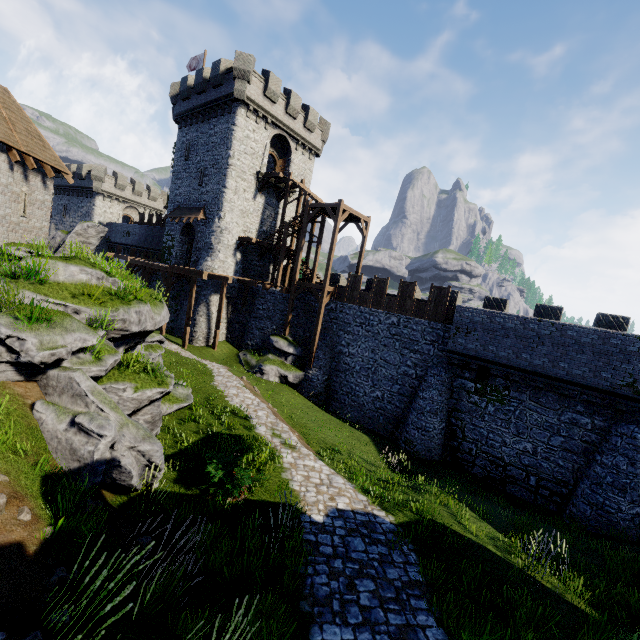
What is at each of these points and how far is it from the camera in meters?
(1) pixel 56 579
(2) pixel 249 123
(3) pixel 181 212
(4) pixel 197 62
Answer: (1) instancedfoliageactor, 4.4 m
(2) building, 26.6 m
(3) awning, 29.7 m
(4) flag, 31.8 m

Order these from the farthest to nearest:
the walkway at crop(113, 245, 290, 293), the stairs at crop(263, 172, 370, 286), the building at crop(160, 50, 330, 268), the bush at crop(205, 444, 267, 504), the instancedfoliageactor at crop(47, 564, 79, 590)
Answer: the building at crop(160, 50, 330, 268) < the walkway at crop(113, 245, 290, 293) < the stairs at crop(263, 172, 370, 286) < the bush at crop(205, 444, 267, 504) < the instancedfoliageactor at crop(47, 564, 79, 590)

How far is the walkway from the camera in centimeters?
2412cm

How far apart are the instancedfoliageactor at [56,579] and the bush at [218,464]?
3.6m

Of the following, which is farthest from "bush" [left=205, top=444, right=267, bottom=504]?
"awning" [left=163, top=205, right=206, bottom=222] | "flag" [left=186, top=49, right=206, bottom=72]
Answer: "flag" [left=186, top=49, right=206, bottom=72]

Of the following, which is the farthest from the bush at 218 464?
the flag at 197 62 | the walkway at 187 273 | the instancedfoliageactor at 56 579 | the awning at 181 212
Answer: the flag at 197 62

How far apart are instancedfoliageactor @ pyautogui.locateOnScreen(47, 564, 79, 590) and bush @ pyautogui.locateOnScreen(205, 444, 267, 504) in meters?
3.6

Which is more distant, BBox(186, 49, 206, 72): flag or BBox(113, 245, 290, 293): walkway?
BBox(186, 49, 206, 72): flag
